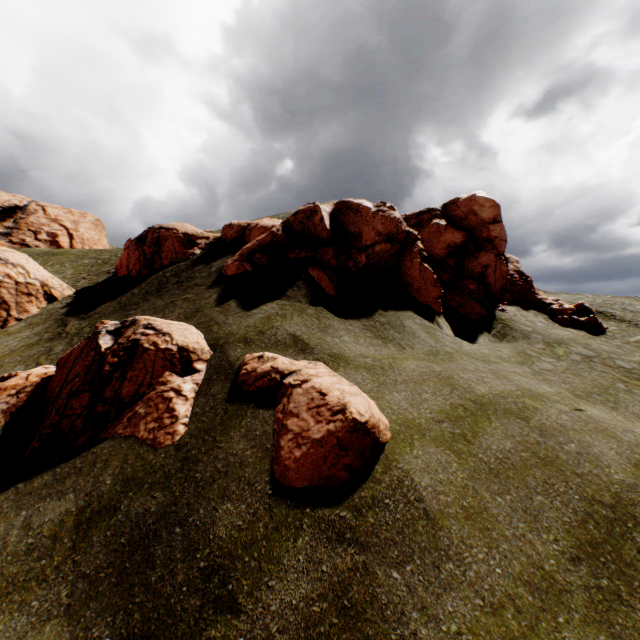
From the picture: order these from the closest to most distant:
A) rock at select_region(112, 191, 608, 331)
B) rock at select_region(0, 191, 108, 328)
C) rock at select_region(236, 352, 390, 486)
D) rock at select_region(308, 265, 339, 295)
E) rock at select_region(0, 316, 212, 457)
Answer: rock at select_region(236, 352, 390, 486), rock at select_region(0, 316, 212, 457), rock at select_region(308, 265, 339, 295), rock at select_region(112, 191, 608, 331), rock at select_region(0, 191, 108, 328)

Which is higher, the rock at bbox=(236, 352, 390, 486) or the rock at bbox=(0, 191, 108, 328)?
the rock at bbox=(0, 191, 108, 328)

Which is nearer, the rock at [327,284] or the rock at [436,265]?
the rock at [327,284]

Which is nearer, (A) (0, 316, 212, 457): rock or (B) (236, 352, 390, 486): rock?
(B) (236, 352, 390, 486): rock

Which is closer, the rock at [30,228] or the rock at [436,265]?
the rock at [436,265]

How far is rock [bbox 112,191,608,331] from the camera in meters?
16.1

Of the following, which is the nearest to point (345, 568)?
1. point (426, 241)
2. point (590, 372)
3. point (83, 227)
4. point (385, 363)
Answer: point (385, 363)
